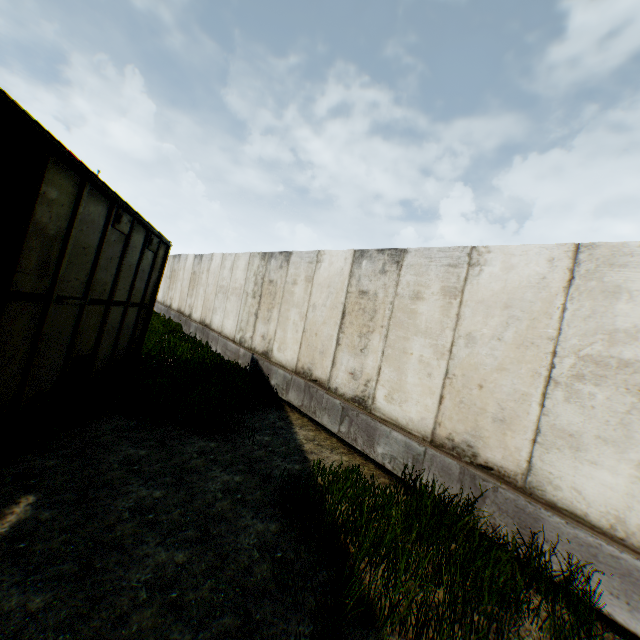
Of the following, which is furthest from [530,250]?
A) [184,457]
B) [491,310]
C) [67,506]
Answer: [67,506]
